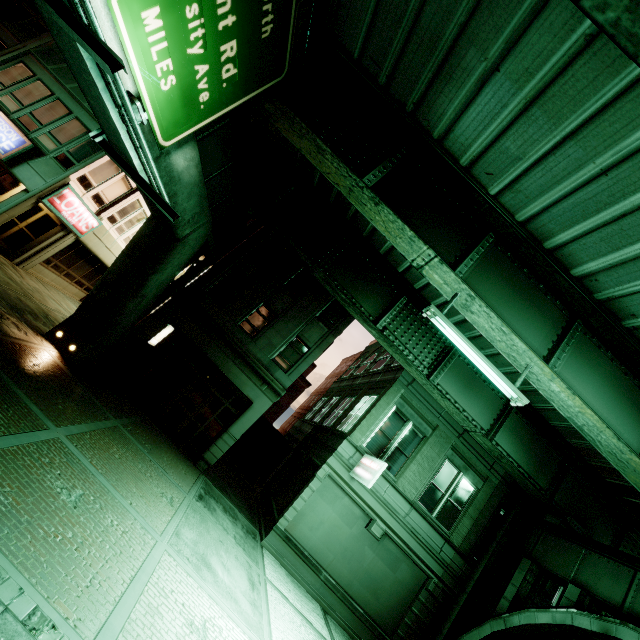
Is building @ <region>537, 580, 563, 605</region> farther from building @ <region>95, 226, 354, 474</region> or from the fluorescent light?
building @ <region>95, 226, 354, 474</region>

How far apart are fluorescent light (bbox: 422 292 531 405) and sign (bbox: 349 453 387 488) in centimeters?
579cm

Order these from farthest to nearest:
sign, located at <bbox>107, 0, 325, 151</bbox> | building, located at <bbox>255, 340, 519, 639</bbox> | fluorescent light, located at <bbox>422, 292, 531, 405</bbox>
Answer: building, located at <bbox>255, 340, 519, 639</bbox>
fluorescent light, located at <bbox>422, 292, 531, 405</bbox>
sign, located at <bbox>107, 0, 325, 151</bbox>

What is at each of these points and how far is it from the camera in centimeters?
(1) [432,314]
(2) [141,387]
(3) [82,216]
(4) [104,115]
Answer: (1) fluorescent light, 805cm
(2) building, 1585cm
(3) sign, 1683cm
(4) sign, 482cm

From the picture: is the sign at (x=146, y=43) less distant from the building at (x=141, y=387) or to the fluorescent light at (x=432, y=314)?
the fluorescent light at (x=432, y=314)

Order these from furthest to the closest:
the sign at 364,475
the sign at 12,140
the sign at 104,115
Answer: the sign at 12,140 < the sign at 364,475 < the sign at 104,115

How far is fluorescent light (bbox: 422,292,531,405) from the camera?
7.96m

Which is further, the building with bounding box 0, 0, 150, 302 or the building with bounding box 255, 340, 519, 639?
the building with bounding box 0, 0, 150, 302
